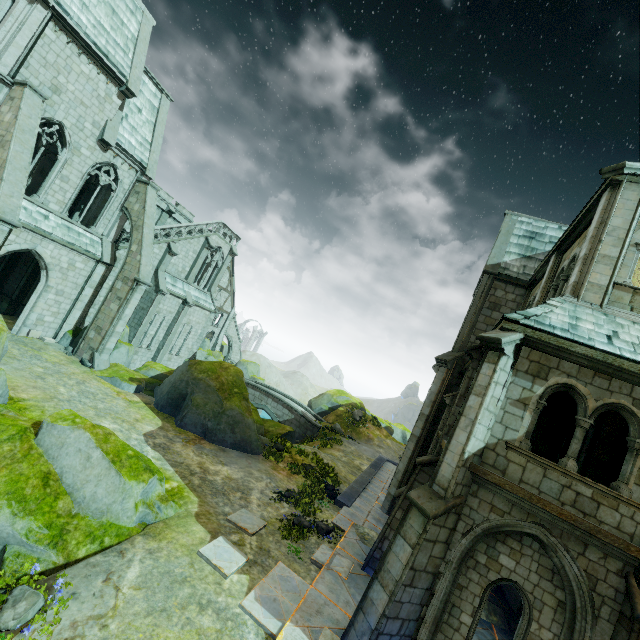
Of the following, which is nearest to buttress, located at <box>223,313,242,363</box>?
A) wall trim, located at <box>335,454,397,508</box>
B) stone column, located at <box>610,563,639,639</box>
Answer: wall trim, located at <box>335,454,397,508</box>

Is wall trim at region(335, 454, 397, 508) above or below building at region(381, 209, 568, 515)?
below

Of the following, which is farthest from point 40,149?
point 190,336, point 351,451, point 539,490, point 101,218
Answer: point 351,451

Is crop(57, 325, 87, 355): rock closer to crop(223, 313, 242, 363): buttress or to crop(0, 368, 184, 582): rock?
→ crop(0, 368, 184, 582): rock

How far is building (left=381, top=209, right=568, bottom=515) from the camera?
16.8 meters

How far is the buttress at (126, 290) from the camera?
18.7m

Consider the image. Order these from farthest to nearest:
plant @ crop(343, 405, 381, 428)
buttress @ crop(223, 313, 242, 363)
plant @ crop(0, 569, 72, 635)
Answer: buttress @ crop(223, 313, 242, 363), plant @ crop(343, 405, 381, 428), plant @ crop(0, 569, 72, 635)

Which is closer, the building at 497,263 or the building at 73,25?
the building at 73,25
